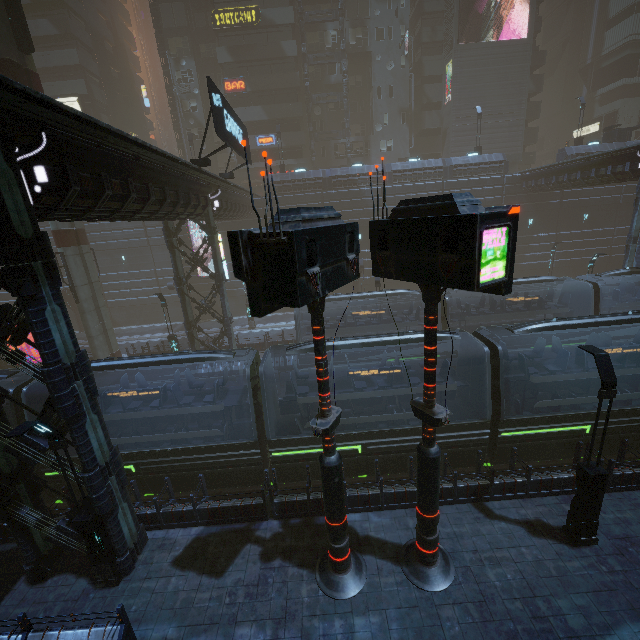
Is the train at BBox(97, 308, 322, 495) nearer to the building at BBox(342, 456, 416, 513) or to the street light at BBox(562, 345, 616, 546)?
the building at BBox(342, 456, 416, 513)

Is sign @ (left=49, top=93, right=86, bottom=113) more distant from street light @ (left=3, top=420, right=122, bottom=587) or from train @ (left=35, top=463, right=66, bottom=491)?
street light @ (left=3, top=420, right=122, bottom=587)

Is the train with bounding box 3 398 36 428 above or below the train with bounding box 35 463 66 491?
above

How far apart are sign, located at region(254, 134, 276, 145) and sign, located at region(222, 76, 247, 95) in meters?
4.4 m

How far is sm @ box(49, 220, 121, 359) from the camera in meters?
20.4 m

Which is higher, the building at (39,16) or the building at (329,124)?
the building at (39,16)

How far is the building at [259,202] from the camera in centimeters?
3162cm

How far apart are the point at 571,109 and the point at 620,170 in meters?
50.7 m
